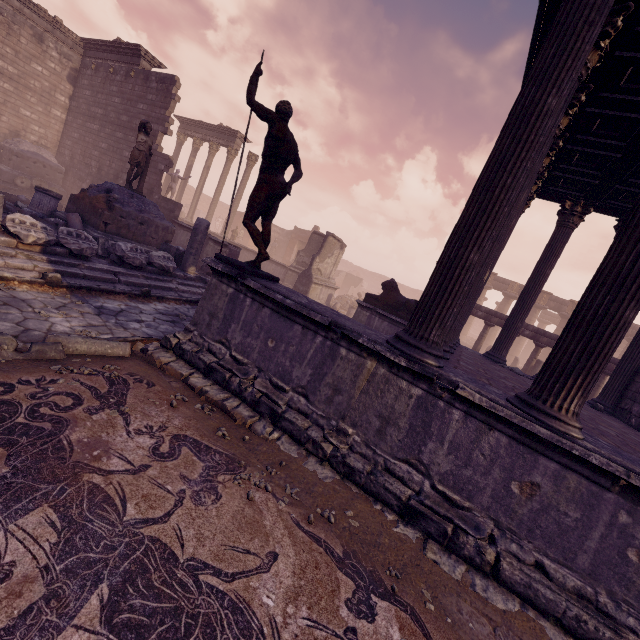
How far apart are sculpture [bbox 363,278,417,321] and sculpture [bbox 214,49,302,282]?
6.4m

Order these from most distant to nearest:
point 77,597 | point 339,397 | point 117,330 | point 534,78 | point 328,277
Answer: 1. point 328,277
2. point 117,330
3. point 339,397
4. point 534,78
5. point 77,597

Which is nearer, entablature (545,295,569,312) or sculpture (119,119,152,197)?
sculpture (119,119,152,197)

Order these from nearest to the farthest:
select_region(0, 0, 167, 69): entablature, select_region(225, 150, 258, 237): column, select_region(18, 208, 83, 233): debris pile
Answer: select_region(18, 208, 83, 233): debris pile → select_region(0, 0, 167, 69): entablature → select_region(225, 150, 258, 237): column

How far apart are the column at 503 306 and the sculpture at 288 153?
27.6m

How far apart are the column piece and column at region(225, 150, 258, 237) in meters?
17.6

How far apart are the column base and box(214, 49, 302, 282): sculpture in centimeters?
861cm

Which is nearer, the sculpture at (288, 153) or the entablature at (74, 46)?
the sculpture at (288, 153)
